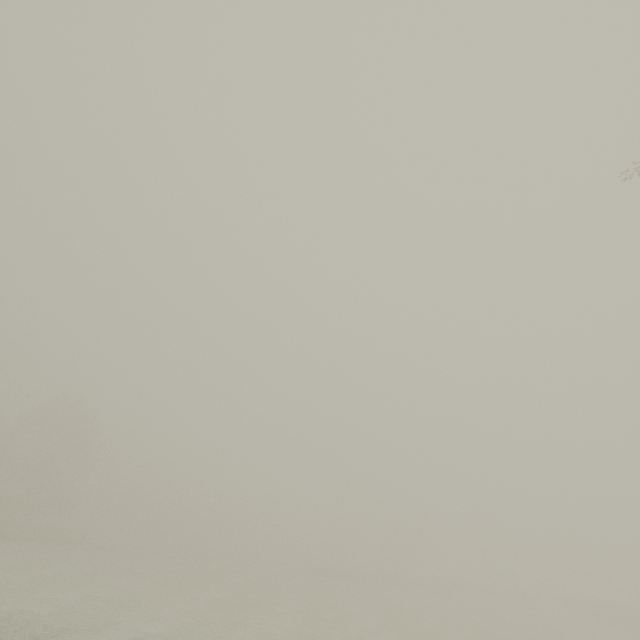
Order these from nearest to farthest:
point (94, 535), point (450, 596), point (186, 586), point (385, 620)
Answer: point (385, 620) < point (186, 586) < point (450, 596) < point (94, 535)
